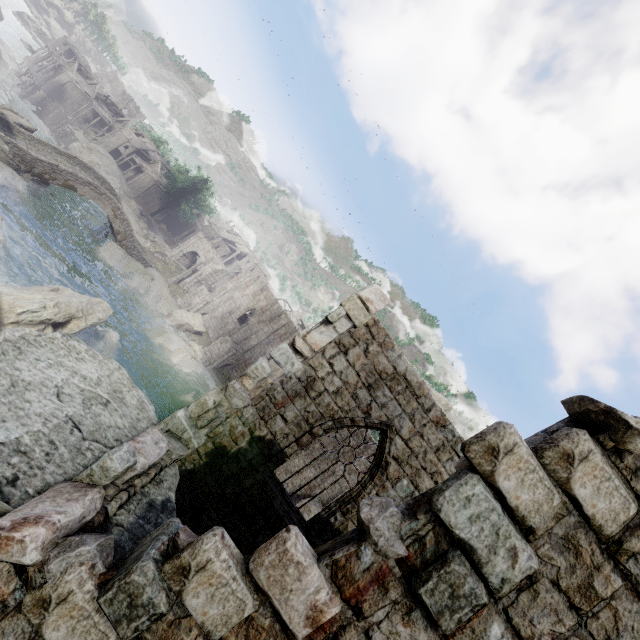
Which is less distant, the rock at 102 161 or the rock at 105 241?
the rock at 105 241

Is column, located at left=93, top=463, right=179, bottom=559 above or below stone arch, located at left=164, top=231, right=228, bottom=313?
above

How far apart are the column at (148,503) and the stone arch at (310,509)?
24.8 meters

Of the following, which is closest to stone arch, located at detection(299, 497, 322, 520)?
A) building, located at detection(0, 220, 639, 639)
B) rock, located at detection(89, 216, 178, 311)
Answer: building, located at detection(0, 220, 639, 639)

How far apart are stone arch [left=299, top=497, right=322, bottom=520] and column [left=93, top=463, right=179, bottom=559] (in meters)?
24.76

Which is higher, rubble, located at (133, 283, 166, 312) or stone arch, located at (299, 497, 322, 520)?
stone arch, located at (299, 497, 322, 520)

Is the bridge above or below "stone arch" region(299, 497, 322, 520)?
below

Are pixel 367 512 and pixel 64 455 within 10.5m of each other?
yes
